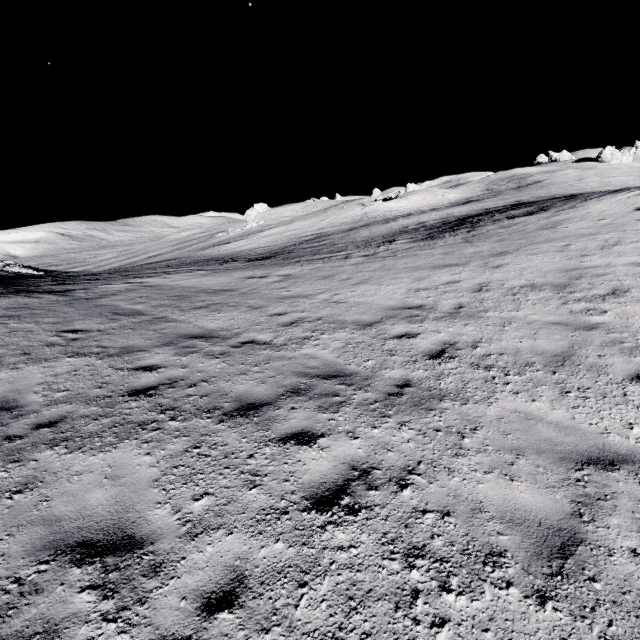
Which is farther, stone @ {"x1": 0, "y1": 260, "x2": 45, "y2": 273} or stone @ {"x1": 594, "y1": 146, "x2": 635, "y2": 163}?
stone @ {"x1": 594, "y1": 146, "x2": 635, "y2": 163}

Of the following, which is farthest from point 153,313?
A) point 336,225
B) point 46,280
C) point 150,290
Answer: point 336,225

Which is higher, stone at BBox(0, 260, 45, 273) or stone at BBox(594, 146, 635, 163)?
stone at BBox(594, 146, 635, 163)

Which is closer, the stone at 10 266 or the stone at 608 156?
the stone at 10 266

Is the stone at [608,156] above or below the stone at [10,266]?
above
